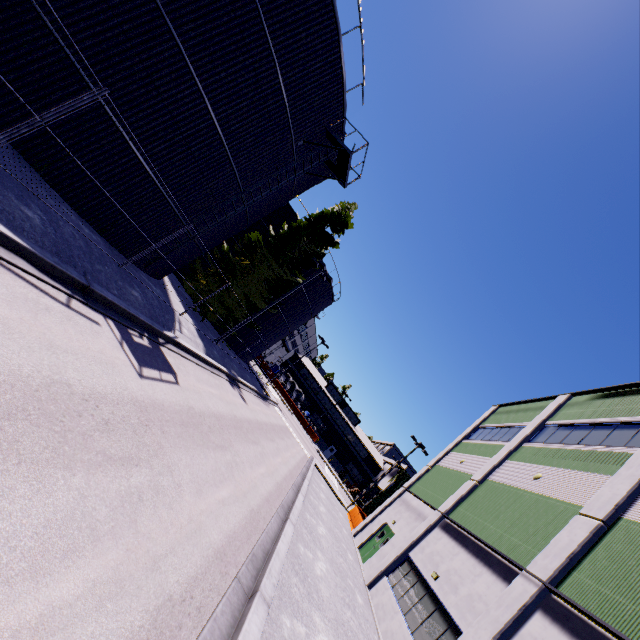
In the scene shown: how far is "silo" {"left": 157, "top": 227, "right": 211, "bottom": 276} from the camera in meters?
15.1

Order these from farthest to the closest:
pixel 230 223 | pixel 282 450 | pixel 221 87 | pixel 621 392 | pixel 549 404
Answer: pixel 282 450
pixel 549 404
pixel 230 223
pixel 621 392
pixel 221 87

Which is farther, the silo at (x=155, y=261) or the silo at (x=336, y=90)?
the silo at (x=155, y=261)

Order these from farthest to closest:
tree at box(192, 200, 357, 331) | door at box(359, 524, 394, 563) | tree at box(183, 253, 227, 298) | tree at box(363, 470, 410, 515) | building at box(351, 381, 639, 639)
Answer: tree at box(363, 470, 410, 515) < tree at box(192, 200, 357, 331) < tree at box(183, 253, 227, 298) < door at box(359, 524, 394, 563) < building at box(351, 381, 639, 639)

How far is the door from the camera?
19.0 meters

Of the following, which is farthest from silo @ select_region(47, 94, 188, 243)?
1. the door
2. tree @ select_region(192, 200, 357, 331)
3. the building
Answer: the door

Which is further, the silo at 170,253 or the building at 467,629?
the silo at 170,253

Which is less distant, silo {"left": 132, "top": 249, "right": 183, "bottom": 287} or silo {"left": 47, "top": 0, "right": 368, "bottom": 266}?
silo {"left": 47, "top": 0, "right": 368, "bottom": 266}
